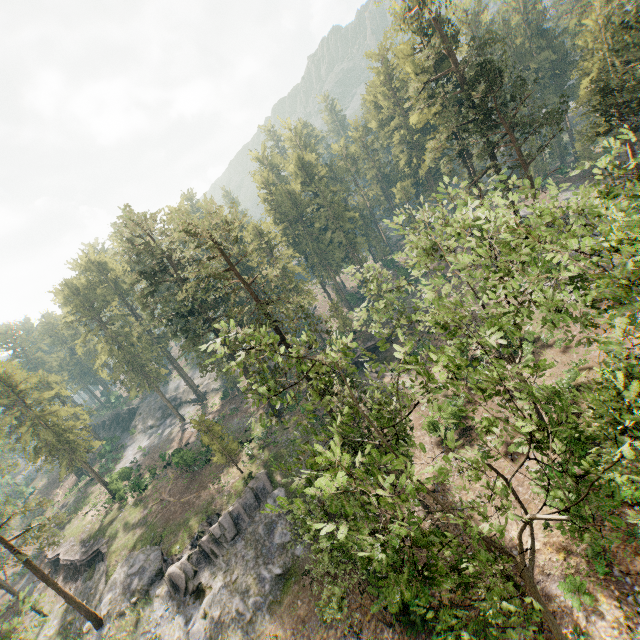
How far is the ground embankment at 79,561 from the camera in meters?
37.8

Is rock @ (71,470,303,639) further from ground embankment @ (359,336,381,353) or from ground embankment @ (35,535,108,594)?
ground embankment @ (359,336,381,353)

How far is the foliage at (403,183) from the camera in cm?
5831

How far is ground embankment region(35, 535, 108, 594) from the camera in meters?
37.8 m

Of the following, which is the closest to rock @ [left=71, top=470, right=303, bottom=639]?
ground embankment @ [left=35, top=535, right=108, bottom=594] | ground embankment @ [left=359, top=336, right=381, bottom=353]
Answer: ground embankment @ [left=35, top=535, right=108, bottom=594]

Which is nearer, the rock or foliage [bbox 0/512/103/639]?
foliage [bbox 0/512/103/639]

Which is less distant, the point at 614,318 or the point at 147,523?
the point at 614,318

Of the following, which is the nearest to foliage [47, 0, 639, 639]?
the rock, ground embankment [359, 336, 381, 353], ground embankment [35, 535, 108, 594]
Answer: the rock
